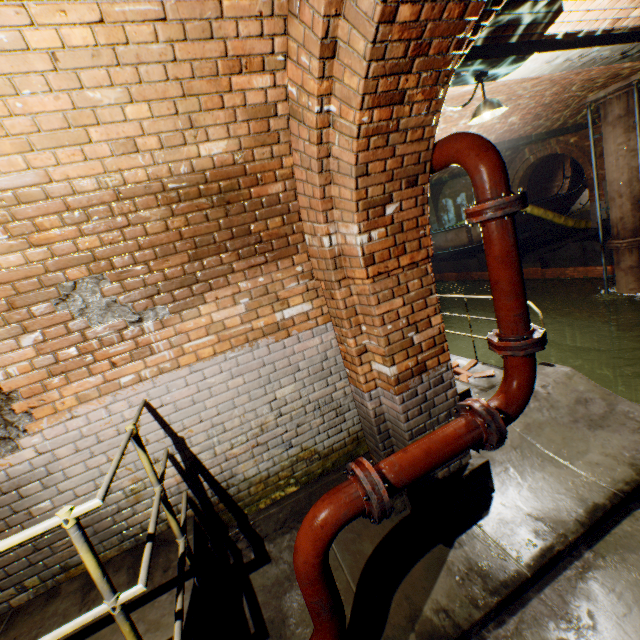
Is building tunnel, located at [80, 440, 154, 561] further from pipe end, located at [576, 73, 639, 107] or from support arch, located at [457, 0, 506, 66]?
pipe end, located at [576, 73, 639, 107]

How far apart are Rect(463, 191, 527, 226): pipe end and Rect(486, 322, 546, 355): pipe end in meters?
0.8 m

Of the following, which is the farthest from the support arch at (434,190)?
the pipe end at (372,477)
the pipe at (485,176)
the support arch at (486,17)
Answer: the pipe end at (372,477)

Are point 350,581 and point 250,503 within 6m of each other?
yes

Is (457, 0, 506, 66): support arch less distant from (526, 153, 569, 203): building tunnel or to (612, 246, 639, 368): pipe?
(526, 153, 569, 203): building tunnel

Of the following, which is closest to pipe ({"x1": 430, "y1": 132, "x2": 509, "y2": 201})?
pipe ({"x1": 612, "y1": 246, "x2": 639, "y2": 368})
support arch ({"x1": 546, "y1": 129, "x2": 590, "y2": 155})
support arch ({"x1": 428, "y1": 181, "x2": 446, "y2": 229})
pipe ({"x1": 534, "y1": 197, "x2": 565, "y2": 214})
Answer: pipe ({"x1": 612, "y1": 246, "x2": 639, "y2": 368})

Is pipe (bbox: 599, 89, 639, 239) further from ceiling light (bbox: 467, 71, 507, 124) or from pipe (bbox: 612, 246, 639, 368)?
ceiling light (bbox: 467, 71, 507, 124)

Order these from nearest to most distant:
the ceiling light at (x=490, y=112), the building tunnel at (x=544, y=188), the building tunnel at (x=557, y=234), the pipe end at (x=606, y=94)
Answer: the ceiling light at (x=490, y=112), the pipe end at (x=606, y=94), the building tunnel at (x=557, y=234), the building tunnel at (x=544, y=188)
